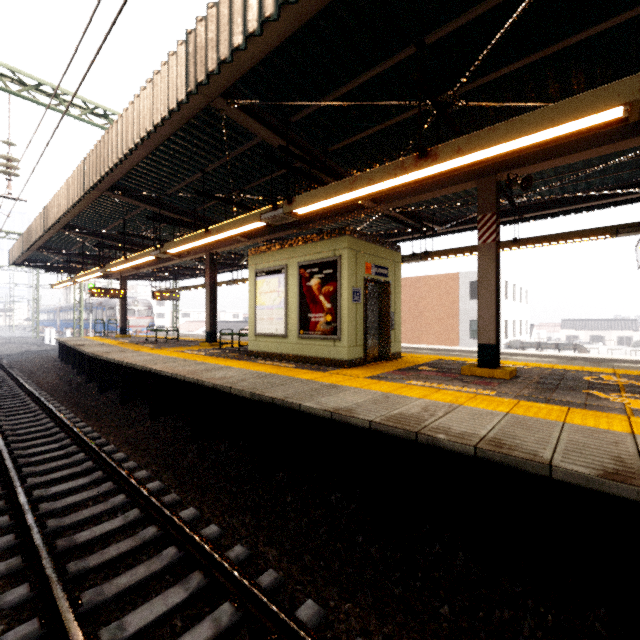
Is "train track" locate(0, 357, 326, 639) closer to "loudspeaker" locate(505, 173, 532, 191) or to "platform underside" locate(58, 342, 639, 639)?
"platform underside" locate(58, 342, 639, 639)

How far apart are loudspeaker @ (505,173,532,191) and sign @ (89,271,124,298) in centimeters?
1746cm

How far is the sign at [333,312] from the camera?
6.83m

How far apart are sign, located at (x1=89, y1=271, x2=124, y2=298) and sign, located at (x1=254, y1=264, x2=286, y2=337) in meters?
11.6 m

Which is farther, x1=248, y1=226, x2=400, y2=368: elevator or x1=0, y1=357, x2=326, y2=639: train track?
x1=248, y1=226, x2=400, y2=368: elevator

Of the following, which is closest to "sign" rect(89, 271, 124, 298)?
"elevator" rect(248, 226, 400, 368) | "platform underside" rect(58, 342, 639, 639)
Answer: "platform underside" rect(58, 342, 639, 639)

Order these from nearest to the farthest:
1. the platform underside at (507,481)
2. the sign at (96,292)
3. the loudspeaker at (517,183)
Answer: the platform underside at (507,481), the loudspeaker at (517,183), the sign at (96,292)

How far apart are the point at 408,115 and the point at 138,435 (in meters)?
7.76
